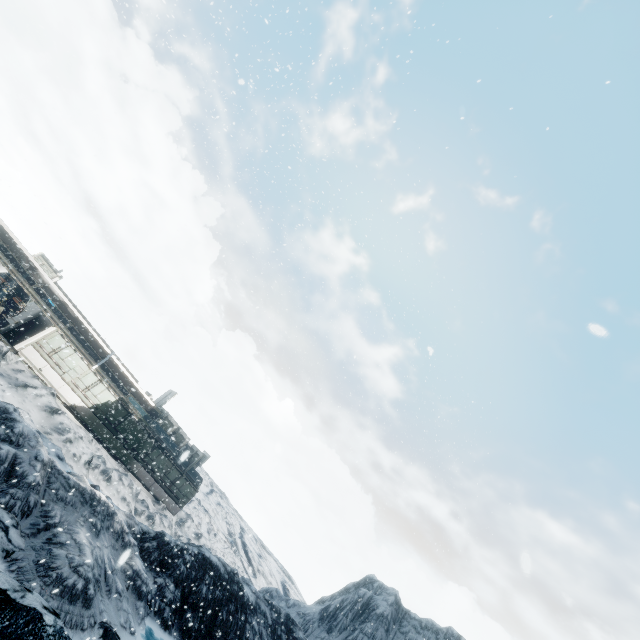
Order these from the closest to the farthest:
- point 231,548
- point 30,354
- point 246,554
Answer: point 30,354 < point 231,548 < point 246,554
